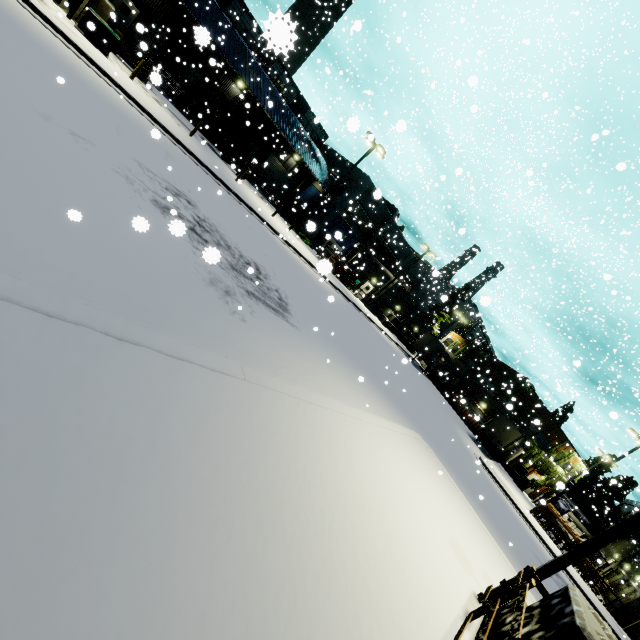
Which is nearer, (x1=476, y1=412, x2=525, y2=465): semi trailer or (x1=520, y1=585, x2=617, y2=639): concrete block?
(x1=520, y1=585, x2=617, y2=639): concrete block

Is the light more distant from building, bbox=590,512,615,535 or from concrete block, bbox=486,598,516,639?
building, bbox=590,512,615,535

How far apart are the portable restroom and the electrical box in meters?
4.0 m

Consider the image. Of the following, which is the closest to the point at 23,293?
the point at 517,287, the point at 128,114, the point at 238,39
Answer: the point at 128,114

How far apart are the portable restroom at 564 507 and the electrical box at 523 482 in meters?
4.0 m

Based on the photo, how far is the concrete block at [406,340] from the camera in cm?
4631

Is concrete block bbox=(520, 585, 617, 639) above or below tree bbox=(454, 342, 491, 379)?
below

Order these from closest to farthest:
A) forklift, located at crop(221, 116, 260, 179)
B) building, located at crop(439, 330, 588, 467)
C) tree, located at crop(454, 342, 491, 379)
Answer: forklift, located at crop(221, 116, 260, 179)
building, located at crop(439, 330, 588, 467)
tree, located at crop(454, 342, 491, 379)
